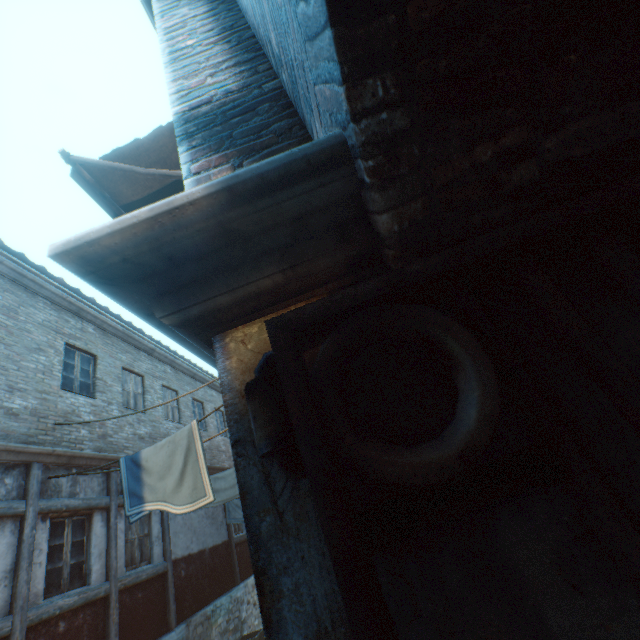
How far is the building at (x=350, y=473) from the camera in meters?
0.6

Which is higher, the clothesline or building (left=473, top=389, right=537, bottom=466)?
the clothesline

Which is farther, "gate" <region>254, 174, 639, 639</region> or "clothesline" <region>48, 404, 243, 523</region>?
"clothesline" <region>48, 404, 243, 523</region>

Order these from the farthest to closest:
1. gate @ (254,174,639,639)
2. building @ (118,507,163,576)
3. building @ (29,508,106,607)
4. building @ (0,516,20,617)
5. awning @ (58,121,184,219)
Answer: building @ (118,507,163,576), building @ (29,508,106,607), building @ (0,516,20,617), awning @ (58,121,184,219), gate @ (254,174,639,639)

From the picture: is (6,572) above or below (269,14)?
below

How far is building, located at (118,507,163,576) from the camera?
7.48m

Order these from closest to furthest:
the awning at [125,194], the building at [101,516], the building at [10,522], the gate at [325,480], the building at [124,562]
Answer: the gate at [325,480]
the awning at [125,194]
the building at [10,522]
the building at [101,516]
the building at [124,562]

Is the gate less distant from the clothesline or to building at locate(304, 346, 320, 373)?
building at locate(304, 346, 320, 373)
